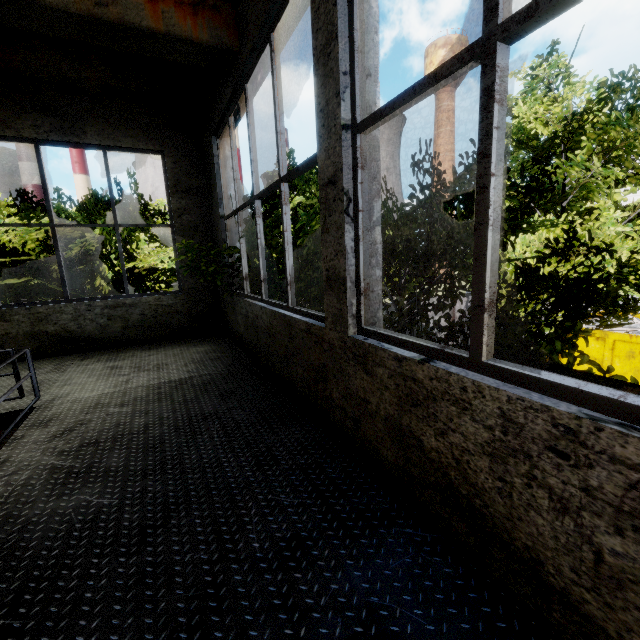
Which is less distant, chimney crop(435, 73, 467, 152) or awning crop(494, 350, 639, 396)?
awning crop(494, 350, 639, 396)

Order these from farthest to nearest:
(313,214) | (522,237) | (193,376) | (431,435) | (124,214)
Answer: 1. (313,214)
2. (124,214)
3. (522,237)
4. (193,376)
5. (431,435)

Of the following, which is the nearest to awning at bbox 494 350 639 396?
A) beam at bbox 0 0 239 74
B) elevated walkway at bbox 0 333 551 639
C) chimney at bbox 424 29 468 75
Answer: elevated walkway at bbox 0 333 551 639

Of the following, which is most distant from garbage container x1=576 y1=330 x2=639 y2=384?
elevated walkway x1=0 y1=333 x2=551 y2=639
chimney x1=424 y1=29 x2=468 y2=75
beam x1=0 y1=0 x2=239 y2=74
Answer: chimney x1=424 y1=29 x2=468 y2=75

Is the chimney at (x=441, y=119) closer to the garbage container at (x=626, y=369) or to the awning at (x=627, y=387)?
the garbage container at (x=626, y=369)

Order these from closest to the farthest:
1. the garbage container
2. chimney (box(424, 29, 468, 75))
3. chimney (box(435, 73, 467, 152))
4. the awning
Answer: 1. the awning
2. the garbage container
3. chimney (box(424, 29, 468, 75))
4. chimney (box(435, 73, 467, 152))

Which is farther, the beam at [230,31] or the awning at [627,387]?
the beam at [230,31]

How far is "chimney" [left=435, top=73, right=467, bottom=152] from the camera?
58.3 meters
